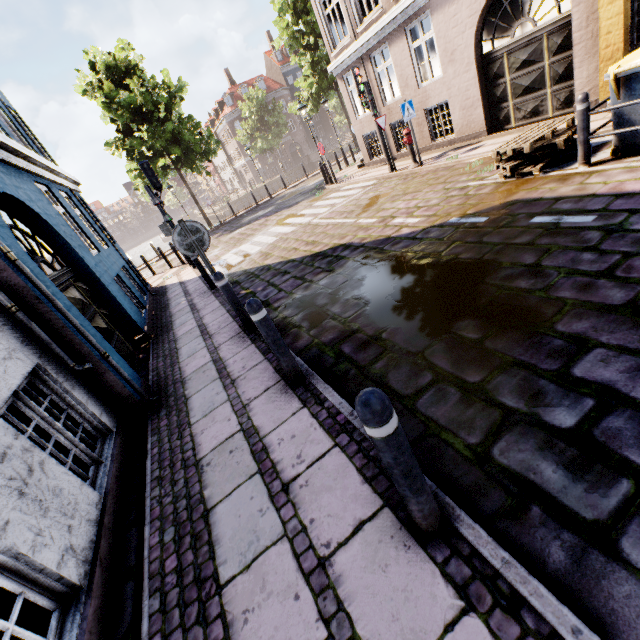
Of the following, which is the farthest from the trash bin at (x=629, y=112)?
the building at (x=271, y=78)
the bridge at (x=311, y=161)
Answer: the building at (x=271, y=78)

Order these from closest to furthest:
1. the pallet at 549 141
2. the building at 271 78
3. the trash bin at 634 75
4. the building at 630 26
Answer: the trash bin at 634 75 < the pallet at 549 141 < the building at 630 26 < the building at 271 78

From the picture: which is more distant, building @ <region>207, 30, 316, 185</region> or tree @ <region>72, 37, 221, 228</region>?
building @ <region>207, 30, 316, 185</region>

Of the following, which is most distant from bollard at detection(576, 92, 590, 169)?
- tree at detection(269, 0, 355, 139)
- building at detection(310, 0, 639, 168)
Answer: tree at detection(269, 0, 355, 139)

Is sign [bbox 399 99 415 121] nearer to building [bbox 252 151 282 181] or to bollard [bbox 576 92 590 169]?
bollard [bbox 576 92 590 169]

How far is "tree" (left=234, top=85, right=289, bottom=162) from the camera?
40.9 meters

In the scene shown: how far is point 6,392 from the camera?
2.8 meters

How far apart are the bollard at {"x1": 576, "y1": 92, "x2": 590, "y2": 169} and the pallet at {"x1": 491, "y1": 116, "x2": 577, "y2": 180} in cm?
47
